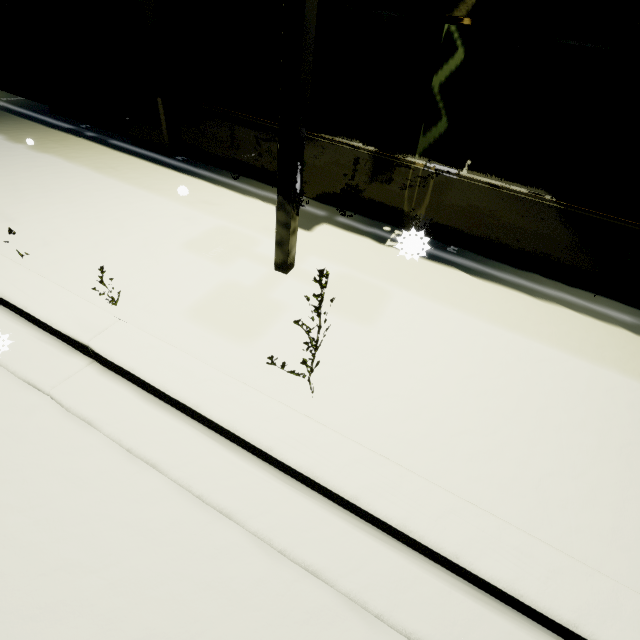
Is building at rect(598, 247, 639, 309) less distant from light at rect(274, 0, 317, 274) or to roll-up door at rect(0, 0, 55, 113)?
roll-up door at rect(0, 0, 55, 113)

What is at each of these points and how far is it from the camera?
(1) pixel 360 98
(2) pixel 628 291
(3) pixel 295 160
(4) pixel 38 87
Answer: (1) building, 4.33m
(2) building, 4.11m
(3) light, 2.88m
(4) roll-up door, 7.12m

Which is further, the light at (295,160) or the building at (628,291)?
the building at (628,291)

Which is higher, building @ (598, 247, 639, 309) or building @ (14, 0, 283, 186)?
building @ (14, 0, 283, 186)

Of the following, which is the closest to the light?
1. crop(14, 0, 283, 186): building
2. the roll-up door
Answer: crop(14, 0, 283, 186): building

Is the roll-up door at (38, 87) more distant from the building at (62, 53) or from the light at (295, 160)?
the light at (295, 160)

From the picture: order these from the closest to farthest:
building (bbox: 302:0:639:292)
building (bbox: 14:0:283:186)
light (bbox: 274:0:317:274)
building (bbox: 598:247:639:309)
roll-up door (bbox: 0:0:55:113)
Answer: light (bbox: 274:0:317:274) < building (bbox: 302:0:639:292) < building (bbox: 598:247:639:309) < building (bbox: 14:0:283:186) < roll-up door (bbox: 0:0:55:113)
